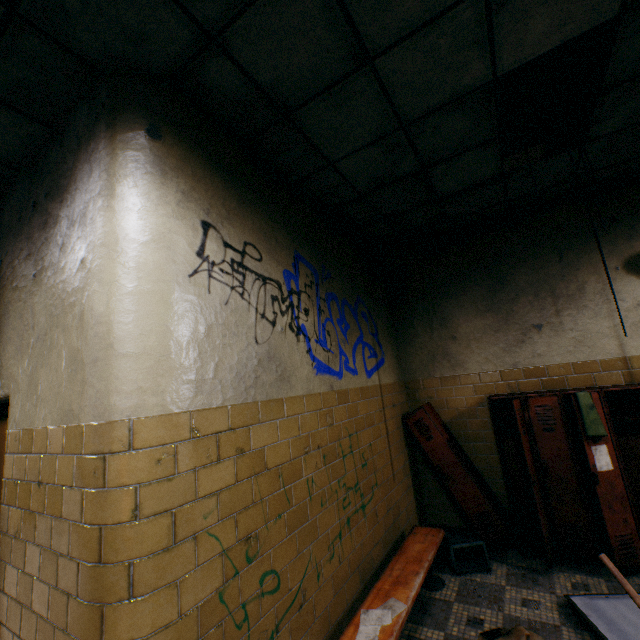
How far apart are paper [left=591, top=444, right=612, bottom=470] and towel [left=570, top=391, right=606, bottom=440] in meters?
0.1

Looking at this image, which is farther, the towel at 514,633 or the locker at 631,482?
the locker at 631,482

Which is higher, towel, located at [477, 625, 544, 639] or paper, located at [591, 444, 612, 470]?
paper, located at [591, 444, 612, 470]

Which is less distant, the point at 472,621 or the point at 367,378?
the point at 472,621

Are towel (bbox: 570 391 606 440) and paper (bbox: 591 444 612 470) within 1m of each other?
yes

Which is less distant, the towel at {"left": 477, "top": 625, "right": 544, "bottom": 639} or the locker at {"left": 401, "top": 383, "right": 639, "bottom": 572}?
the towel at {"left": 477, "top": 625, "right": 544, "bottom": 639}

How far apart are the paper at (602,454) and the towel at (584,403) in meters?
0.1 m

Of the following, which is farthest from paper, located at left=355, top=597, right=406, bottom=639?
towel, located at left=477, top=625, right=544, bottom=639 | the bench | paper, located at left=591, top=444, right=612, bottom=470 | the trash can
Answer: paper, located at left=591, top=444, right=612, bottom=470
